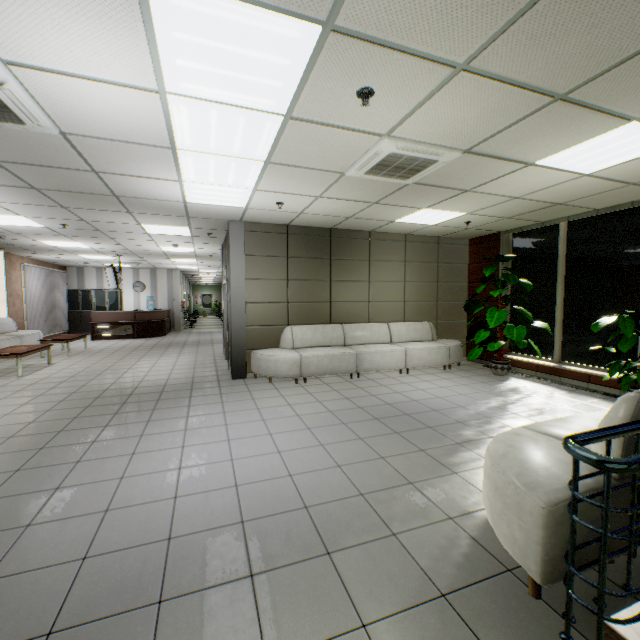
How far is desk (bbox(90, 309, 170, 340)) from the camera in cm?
1320

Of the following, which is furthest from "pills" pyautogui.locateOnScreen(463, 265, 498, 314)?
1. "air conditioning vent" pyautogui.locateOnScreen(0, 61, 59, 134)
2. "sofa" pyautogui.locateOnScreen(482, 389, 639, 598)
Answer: "air conditioning vent" pyautogui.locateOnScreen(0, 61, 59, 134)

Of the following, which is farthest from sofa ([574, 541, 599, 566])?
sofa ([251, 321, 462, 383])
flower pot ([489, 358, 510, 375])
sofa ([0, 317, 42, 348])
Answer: sofa ([0, 317, 42, 348])

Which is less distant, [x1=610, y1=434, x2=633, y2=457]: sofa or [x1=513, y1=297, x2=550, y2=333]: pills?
[x1=610, y1=434, x2=633, y2=457]: sofa

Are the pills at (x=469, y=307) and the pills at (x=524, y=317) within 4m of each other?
yes

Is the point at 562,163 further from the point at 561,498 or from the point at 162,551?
the point at 162,551

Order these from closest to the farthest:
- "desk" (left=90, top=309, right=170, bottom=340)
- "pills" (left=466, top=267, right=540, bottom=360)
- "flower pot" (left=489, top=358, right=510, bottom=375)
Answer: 1. "pills" (left=466, top=267, right=540, bottom=360)
2. "flower pot" (left=489, top=358, right=510, bottom=375)
3. "desk" (left=90, top=309, right=170, bottom=340)

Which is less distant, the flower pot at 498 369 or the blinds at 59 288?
the flower pot at 498 369
